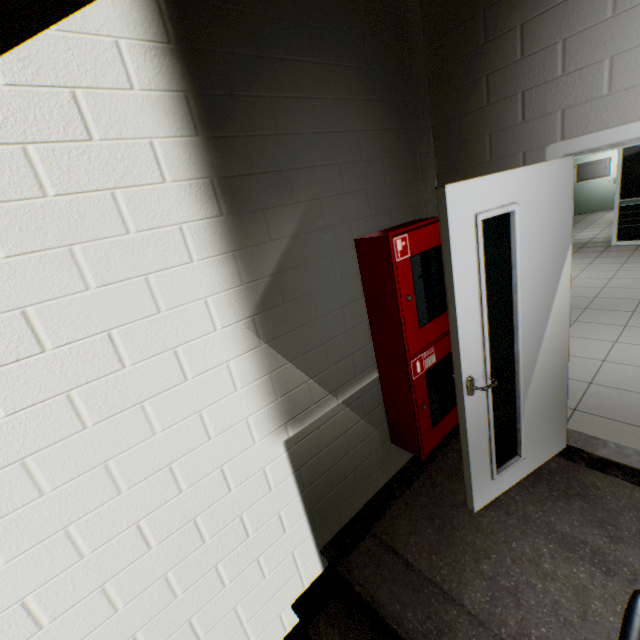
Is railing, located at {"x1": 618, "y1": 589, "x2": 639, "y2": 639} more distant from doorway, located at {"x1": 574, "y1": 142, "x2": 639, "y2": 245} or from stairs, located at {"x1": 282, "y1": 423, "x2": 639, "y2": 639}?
doorway, located at {"x1": 574, "y1": 142, "x2": 639, "y2": 245}

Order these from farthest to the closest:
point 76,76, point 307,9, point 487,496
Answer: point 487,496 < point 307,9 < point 76,76

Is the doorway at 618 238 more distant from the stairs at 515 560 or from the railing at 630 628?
the railing at 630 628

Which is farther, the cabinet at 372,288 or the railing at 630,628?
the cabinet at 372,288

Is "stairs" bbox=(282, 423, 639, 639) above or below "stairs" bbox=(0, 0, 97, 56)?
below

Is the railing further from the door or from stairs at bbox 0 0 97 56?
the door

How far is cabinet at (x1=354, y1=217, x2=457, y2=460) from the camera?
1.9 meters

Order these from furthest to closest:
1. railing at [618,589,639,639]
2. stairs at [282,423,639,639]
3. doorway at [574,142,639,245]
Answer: doorway at [574,142,639,245], stairs at [282,423,639,639], railing at [618,589,639,639]
